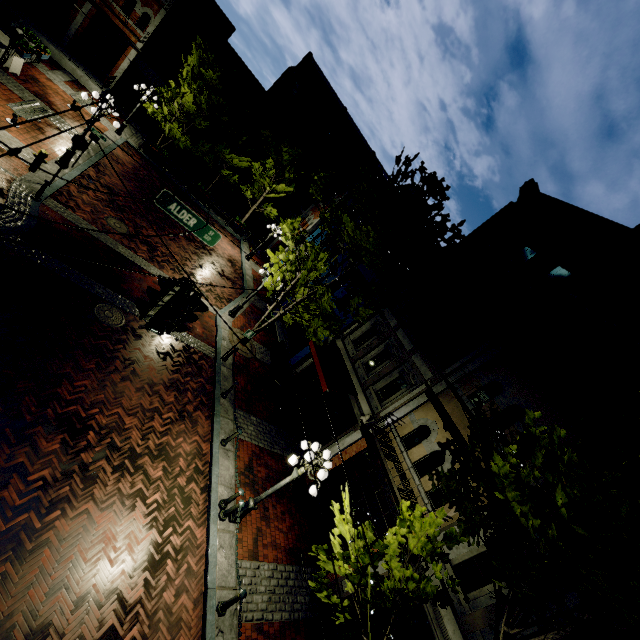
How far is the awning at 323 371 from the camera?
13.1 meters

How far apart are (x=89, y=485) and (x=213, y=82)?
22.62m

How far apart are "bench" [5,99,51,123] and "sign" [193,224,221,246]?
10.3m

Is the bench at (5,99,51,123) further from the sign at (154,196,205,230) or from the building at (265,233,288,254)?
A: the building at (265,233,288,254)

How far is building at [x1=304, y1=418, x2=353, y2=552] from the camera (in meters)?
11.47

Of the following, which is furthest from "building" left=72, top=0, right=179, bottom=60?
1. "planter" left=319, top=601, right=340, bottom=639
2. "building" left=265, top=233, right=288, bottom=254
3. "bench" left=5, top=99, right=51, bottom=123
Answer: "planter" left=319, top=601, right=340, bottom=639

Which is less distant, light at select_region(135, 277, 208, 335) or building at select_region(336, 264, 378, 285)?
light at select_region(135, 277, 208, 335)

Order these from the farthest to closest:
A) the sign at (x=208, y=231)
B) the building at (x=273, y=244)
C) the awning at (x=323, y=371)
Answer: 1. the building at (x=273, y=244)
2. the awning at (x=323, y=371)
3. the sign at (x=208, y=231)
